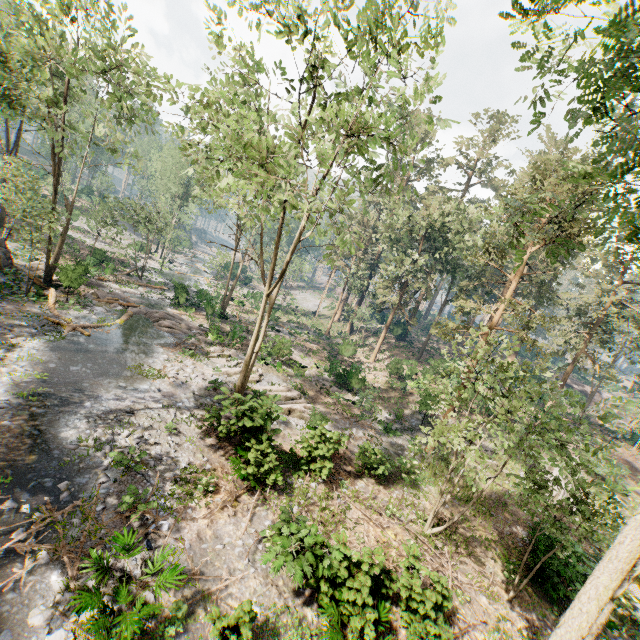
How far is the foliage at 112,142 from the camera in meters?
24.5 m

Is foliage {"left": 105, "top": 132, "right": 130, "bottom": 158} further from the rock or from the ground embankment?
the ground embankment

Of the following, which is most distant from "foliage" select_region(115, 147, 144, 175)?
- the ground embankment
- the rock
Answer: the ground embankment

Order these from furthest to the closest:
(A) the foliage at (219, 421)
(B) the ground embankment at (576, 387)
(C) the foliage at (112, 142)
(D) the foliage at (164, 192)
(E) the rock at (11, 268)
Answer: (B) the ground embankment at (576, 387) < (C) the foliage at (112, 142) < (E) the rock at (11, 268) < (A) the foliage at (219, 421) < (D) the foliage at (164, 192)

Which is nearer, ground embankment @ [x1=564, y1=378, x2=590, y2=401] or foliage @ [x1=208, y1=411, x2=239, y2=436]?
foliage @ [x1=208, y1=411, x2=239, y2=436]

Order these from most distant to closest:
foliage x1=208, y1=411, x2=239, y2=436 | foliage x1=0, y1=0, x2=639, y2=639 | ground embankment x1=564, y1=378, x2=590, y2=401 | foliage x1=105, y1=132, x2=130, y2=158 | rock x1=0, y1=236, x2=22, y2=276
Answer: ground embankment x1=564, y1=378, x2=590, y2=401
foliage x1=105, y1=132, x2=130, y2=158
rock x1=0, y1=236, x2=22, y2=276
foliage x1=208, y1=411, x2=239, y2=436
foliage x1=0, y1=0, x2=639, y2=639

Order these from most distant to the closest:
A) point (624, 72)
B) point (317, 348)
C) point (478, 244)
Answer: point (317, 348) → point (478, 244) → point (624, 72)
